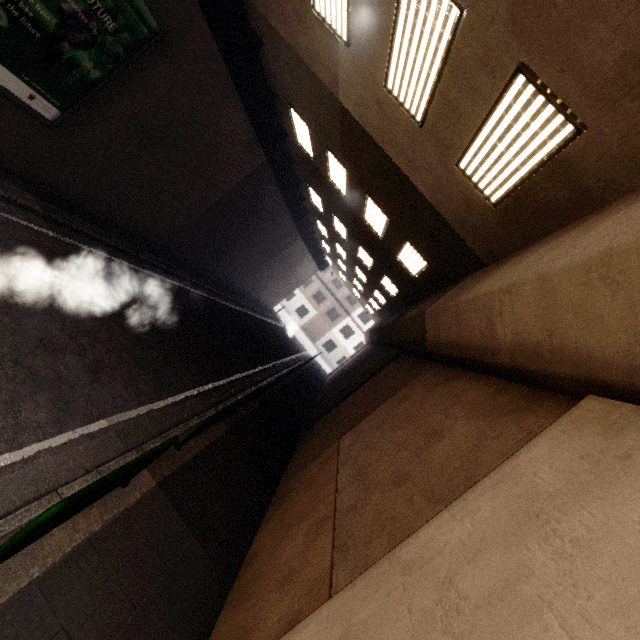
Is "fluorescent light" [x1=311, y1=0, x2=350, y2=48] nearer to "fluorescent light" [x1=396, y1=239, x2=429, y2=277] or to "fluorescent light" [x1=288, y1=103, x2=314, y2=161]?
"fluorescent light" [x1=288, y1=103, x2=314, y2=161]

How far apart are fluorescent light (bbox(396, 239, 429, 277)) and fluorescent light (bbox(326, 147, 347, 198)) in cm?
282

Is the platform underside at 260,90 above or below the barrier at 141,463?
above

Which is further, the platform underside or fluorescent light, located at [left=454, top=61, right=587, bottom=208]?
the platform underside

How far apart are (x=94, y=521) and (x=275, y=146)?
12.91m

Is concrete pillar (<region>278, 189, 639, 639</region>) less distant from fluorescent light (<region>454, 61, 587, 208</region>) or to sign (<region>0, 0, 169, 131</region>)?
fluorescent light (<region>454, 61, 587, 208</region>)

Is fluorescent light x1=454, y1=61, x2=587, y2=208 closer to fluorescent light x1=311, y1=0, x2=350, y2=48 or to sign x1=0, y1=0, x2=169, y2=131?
fluorescent light x1=311, y1=0, x2=350, y2=48

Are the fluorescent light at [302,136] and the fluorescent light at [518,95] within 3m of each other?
no
